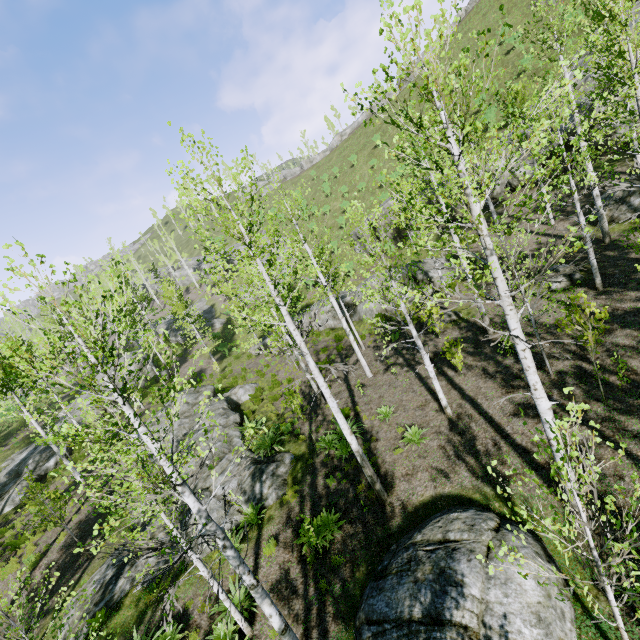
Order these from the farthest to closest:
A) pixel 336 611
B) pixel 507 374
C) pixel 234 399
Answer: pixel 234 399 → pixel 507 374 → pixel 336 611

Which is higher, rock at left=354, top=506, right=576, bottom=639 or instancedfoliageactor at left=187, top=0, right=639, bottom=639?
instancedfoliageactor at left=187, top=0, right=639, bottom=639

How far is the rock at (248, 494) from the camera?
11.5 meters

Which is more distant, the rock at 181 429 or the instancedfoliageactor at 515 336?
the rock at 181 429

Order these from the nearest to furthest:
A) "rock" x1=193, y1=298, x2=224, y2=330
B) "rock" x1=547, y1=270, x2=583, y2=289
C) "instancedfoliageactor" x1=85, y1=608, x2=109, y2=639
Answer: "instancedfoliageactor" x1=85, y1=608, x2=109, y2=639
"rock" x1=547, y1=270, x2=583, y2=289
"rock" x1=193, y1=298, x2=224, y2=330

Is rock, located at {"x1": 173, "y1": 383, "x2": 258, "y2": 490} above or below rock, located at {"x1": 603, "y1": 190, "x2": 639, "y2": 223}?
below

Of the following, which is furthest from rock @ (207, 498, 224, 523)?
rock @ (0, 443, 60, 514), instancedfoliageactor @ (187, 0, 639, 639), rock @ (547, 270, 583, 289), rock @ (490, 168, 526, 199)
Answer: rock @ (490, 168, 526, 199)

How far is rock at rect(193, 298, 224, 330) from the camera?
39.9m
